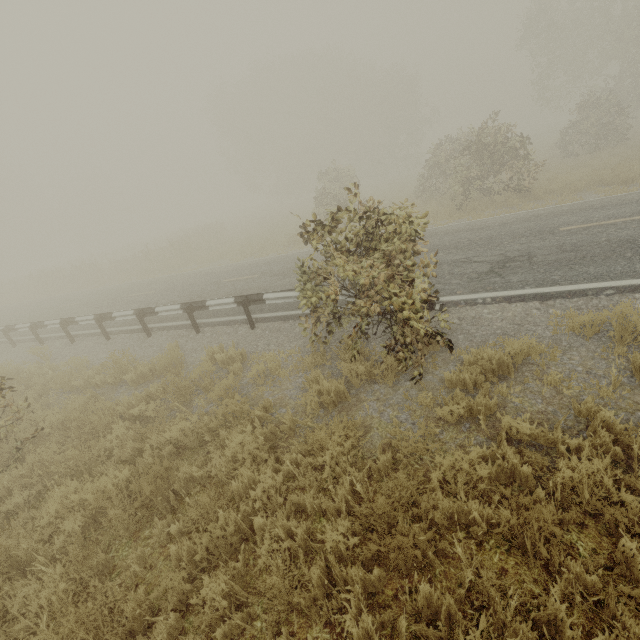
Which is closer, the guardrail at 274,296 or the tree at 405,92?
the tree at 405,92

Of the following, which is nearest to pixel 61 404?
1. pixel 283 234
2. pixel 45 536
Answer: pixel 45 536

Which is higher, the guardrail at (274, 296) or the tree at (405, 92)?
the tree at (405, 92)

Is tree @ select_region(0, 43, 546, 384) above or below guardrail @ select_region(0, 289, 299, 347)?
above

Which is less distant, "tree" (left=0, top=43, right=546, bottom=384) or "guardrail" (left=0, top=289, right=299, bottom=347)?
"tree" (left=0, top=43, right=546, bottom=384)
